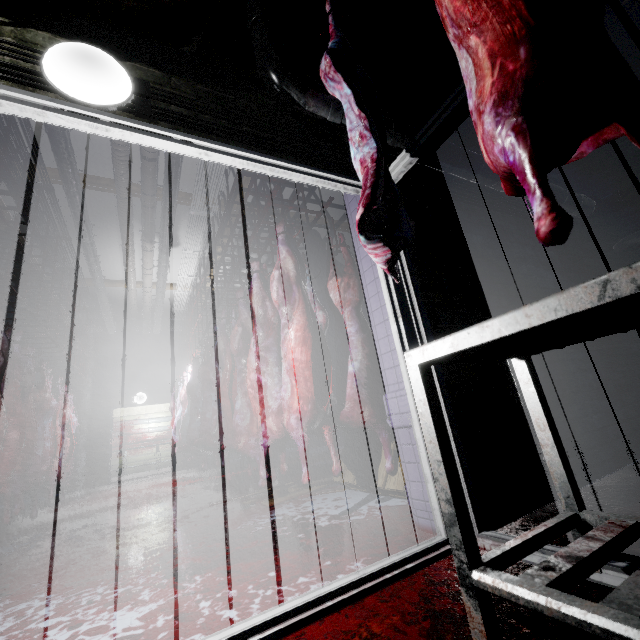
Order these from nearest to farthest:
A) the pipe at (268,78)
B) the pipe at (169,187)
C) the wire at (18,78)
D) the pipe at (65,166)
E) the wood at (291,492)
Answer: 1. the wire at (18,78)
2. the pipe at (268,78)
3. the wood at (291,492)
4. the pipe at (65,166)
5. the pipe at (169,187)

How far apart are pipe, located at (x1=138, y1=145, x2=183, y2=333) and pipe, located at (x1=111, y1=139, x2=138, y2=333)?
0.1m

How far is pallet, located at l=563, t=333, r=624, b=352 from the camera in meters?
2.5 m

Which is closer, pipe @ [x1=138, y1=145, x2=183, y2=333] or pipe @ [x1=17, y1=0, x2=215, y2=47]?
pipe @ [x1=17, y1=0, x2=215, y2=47]

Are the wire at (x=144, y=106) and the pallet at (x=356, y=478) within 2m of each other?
yes

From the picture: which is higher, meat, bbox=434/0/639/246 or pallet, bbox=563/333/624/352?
meat, bbox=434/0/639/246

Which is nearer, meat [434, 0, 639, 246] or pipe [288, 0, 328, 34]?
meat [434, 0, 639, 246]

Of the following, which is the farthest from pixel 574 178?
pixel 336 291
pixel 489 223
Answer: pixel 336 291
